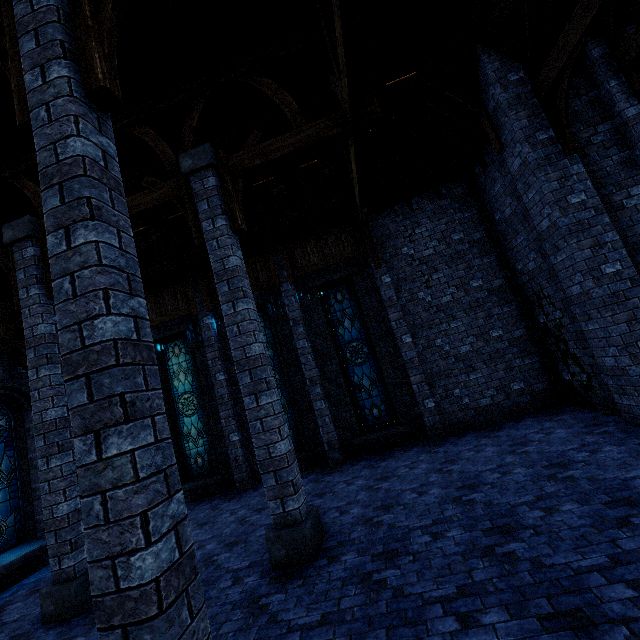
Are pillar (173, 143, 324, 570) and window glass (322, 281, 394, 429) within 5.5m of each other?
A: yes

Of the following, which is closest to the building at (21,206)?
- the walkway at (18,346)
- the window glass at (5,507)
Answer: the walkway at (18,346)

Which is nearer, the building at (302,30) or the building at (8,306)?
the building at (302,30)

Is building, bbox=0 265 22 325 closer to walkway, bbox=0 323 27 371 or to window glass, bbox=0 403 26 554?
walkway, bbox=0 323 27 371

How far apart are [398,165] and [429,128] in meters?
1.3 m

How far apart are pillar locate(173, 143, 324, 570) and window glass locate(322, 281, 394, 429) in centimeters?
465cm

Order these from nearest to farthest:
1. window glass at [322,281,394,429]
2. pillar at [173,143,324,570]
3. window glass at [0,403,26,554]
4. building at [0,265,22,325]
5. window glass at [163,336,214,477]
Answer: pillar at [173,143,324,570]
window glass at [0,403,26,554]
building at [0,265,22,325]
window glass at [322,281,394,429]
window glass at [163,336,214,477]

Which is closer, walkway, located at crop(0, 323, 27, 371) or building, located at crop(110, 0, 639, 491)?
building, located at crop(110, 0, 639, 491)
